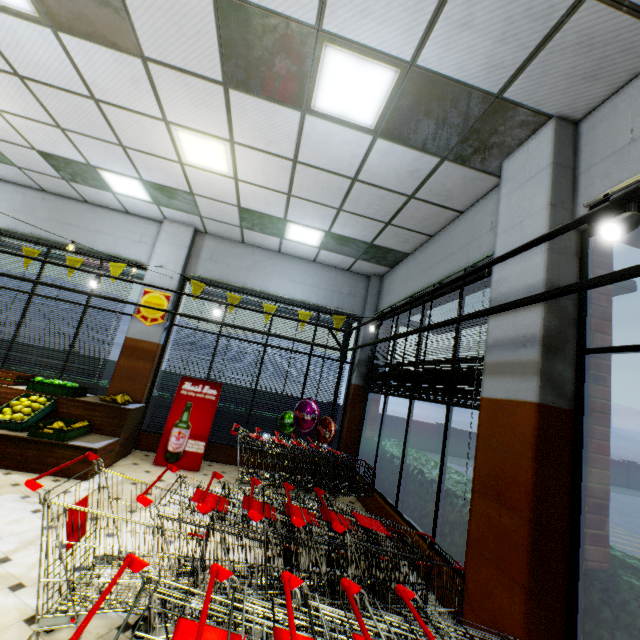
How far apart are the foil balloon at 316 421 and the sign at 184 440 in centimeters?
145cm

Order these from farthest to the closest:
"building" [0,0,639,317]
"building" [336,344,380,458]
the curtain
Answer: "building" [336,344,380,458], the curtain, "building" [0,0,639,317]

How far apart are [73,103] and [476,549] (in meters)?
6.97

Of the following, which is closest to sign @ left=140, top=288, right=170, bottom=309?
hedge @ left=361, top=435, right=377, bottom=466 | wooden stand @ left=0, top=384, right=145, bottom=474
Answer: wooden stand @ left=0, top=384, right=145, bottom=474

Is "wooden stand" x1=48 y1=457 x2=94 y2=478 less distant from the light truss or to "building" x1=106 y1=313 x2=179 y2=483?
"building" x1=106 y1=313 x2=179 y2=483

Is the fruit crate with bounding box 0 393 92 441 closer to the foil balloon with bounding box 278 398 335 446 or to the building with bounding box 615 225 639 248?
the building with bounding box 615 225 639 248

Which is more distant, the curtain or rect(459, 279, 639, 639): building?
the curtain

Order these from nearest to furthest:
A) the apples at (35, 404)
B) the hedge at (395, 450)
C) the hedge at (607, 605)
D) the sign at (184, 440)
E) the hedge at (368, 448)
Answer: the hedge at (607, 605) < the apples at (35, 404) < the hedge at (395, 450) < the sign at (184, 440) < the hedge at (368, 448)
